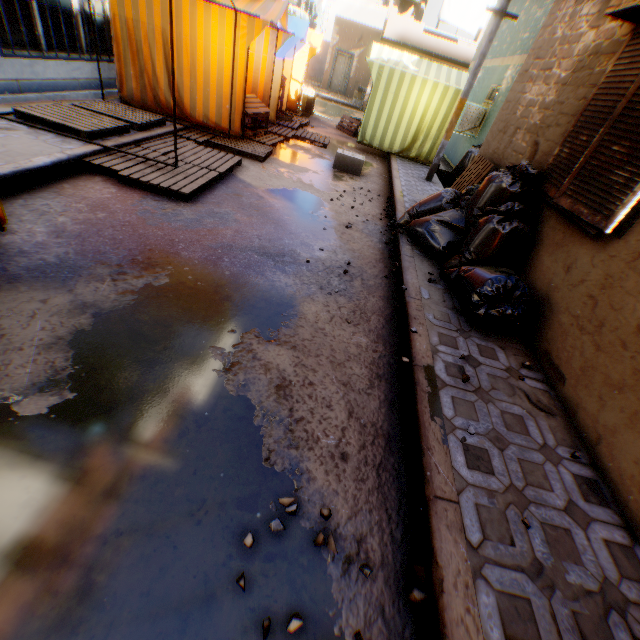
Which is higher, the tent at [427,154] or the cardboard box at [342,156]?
the tent at [427,154]

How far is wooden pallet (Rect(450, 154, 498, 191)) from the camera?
5.4 meters

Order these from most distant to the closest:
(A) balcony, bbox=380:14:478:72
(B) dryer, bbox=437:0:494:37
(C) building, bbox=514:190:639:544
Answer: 1. (A) balcony, bbox=380:14:478:72
2. (B) dryer, bbox=437:0:494:37
3. (C) building, bbox=514:190:639:544

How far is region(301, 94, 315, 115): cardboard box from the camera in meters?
13.6 m

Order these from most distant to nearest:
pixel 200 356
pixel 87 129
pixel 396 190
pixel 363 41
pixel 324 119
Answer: pixel 363 41 → pixel 324 119 → pixel 396 190 → pixel 87 129 → pixel 200 356

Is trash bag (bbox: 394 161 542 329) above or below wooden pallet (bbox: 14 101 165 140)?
above

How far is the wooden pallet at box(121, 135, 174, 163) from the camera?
5.3 meters

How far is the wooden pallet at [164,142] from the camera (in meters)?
5.30
